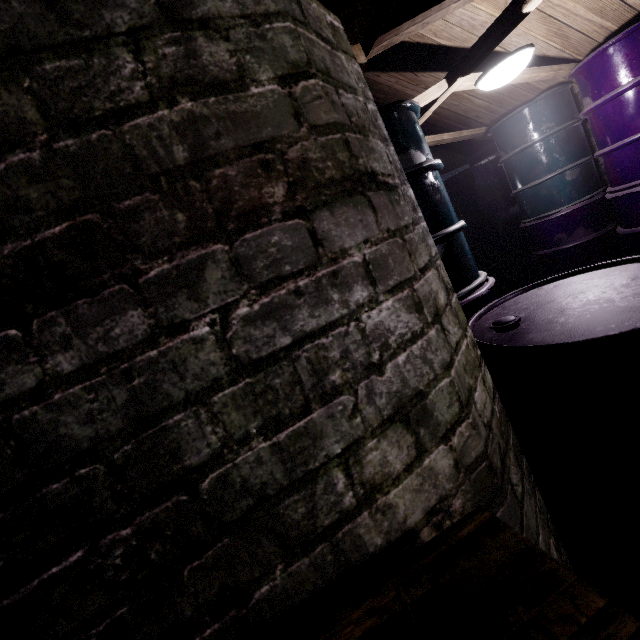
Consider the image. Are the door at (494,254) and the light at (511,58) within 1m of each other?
no

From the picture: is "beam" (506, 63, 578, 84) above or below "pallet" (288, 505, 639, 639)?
above

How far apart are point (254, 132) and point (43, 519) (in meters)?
0.62

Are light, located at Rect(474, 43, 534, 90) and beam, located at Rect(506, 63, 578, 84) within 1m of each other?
yes

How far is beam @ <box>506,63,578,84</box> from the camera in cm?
256

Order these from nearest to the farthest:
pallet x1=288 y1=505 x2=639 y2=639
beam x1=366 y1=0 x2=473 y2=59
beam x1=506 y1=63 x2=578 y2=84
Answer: pallet x1=288 y1=505 x2=639 y2=639
beam x1=366 y1=0 x2=473 y2=59
beam x1=506 y1=63 x2=578 y2=84

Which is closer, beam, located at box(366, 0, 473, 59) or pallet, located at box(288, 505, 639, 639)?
pallet, located at box(288, 505, 639, 639)

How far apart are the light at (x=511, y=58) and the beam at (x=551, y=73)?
0.1m
